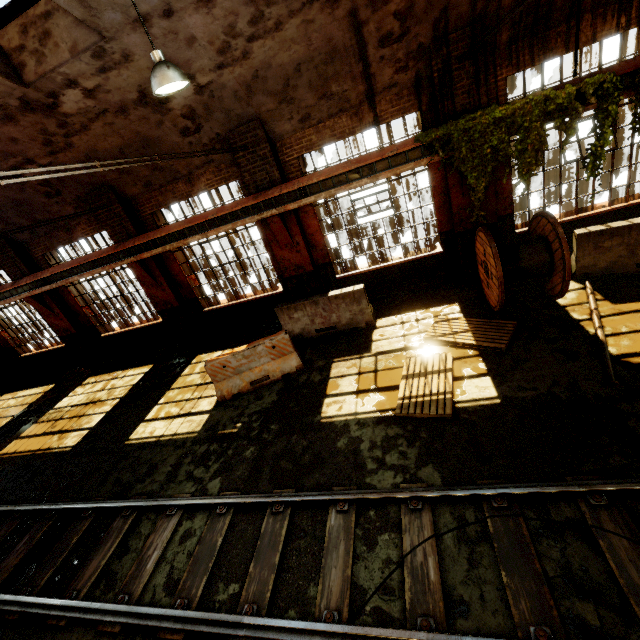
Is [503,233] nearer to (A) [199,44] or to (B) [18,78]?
(A) [199,44]

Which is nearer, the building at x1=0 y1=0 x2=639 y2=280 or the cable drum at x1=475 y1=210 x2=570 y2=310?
the building at x1=0 y1=0 x2=639 y2=280

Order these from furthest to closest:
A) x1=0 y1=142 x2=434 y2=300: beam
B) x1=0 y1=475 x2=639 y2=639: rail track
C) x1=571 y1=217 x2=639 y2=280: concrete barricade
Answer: x1=0 y1=142 x2=434 y2=300: beam
x1=571 y1=217 x2=639 y2=280: concrete barricade
x1=0 y1=475 x2=639 y2=639: rail track

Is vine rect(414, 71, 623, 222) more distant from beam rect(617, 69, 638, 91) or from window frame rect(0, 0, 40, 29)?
window frame rect(0, 0, 40, 29)

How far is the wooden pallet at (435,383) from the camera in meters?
5.4 m

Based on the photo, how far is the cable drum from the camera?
6.27m

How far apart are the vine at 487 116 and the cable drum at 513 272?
0.4 meters

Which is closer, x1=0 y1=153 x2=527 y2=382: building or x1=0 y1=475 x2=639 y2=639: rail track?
x1=0 y1=475 x2=639 y2=639: rail track
